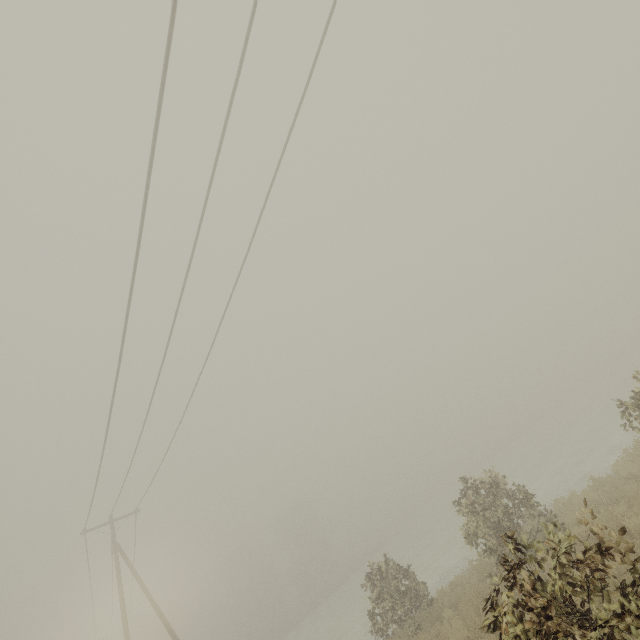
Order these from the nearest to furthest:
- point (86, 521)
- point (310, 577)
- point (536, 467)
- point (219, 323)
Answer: point (219, 323)
point (86, 521)
point (536, 467)
point (310, 577)

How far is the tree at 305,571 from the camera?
52.7 meters

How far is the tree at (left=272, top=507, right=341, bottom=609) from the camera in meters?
52.7
